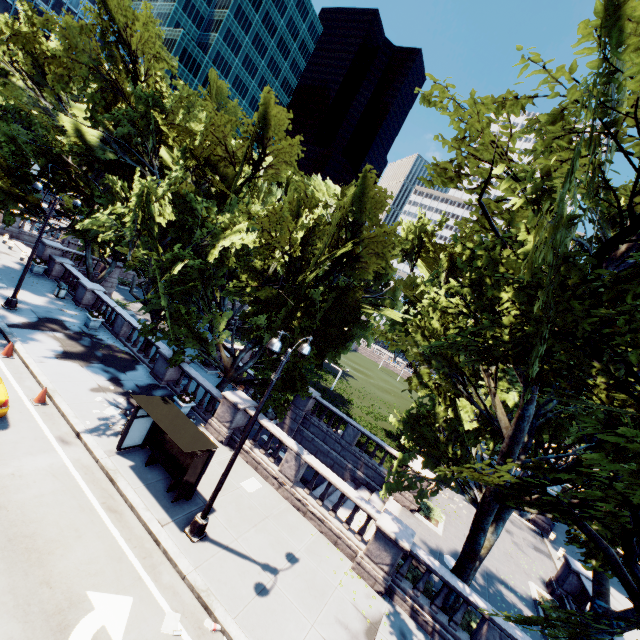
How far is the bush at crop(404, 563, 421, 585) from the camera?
13.2m

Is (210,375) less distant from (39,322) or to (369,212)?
(39,322)

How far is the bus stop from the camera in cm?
1107

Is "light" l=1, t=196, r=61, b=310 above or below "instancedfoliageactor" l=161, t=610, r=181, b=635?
above

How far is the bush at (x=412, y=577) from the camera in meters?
13.2 m

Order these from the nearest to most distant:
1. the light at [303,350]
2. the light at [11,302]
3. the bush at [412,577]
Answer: the light at [303,350] → the bush at [412,577] → the light at [11,302]

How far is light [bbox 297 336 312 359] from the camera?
10.8 meters

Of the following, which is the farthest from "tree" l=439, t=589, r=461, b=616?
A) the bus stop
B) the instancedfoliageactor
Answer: the instancedfoliageactor
